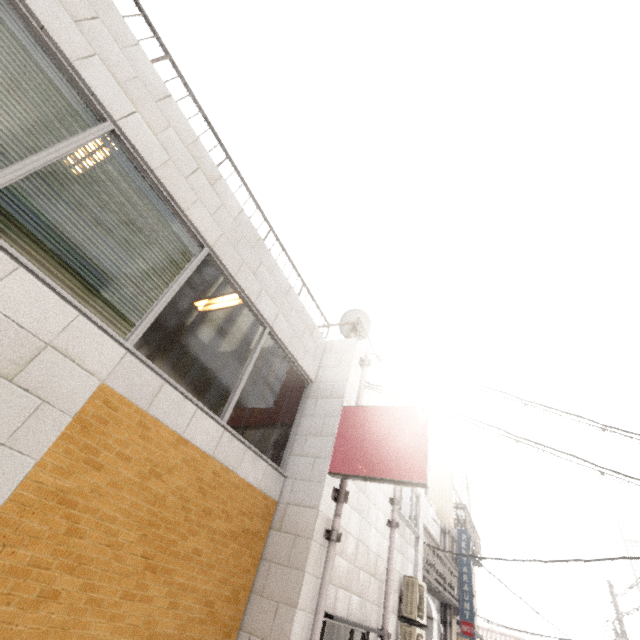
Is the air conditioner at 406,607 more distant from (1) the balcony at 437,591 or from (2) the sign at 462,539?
(2) the sign at 462,539

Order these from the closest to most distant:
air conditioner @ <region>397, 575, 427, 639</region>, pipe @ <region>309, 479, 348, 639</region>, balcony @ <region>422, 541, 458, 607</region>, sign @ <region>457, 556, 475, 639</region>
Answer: pipe @ <region>309, 479, 348, 639</region> → air conditioner @ <region>397, 575, 427, 639</region> → balcony @ <region>422, 541, 458, 607</region> → sign @ <region>457, 556, 475, 639</region>

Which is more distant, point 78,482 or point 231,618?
point 231,618

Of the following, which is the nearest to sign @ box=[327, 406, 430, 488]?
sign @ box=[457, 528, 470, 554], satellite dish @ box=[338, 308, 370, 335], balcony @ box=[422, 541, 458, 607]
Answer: satellite dish @ box=[338, 308, 370, 335]

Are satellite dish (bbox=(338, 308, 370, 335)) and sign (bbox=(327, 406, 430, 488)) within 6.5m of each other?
yes

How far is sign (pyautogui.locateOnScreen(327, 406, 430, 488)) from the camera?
4.1 meters

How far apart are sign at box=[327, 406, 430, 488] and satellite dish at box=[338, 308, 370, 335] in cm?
189

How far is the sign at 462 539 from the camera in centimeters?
1270cm
